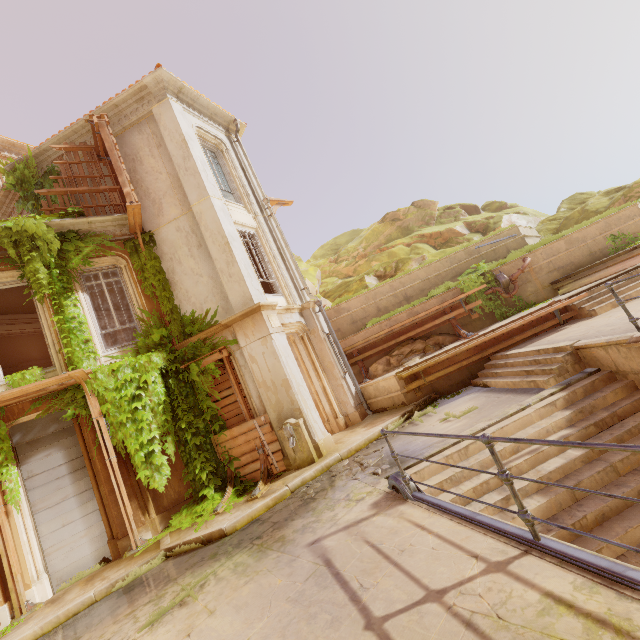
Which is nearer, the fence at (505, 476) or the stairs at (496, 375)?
the fence at (505, 476)

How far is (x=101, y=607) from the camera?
5.7m

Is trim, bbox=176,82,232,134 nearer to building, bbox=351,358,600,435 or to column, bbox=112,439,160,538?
building, bbox=351,358,600,435

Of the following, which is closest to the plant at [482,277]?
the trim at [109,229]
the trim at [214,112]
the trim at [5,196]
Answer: the trim at [214,112]

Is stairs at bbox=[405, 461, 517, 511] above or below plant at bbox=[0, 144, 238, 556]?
below

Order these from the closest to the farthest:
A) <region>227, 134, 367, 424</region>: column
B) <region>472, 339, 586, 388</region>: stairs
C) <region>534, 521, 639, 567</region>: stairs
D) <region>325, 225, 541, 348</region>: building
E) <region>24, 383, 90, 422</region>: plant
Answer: <region>534, 521, 639, 567</region>: stairs < <region>472, 339, 586, 388</region>: stairs < <region>24, 383, 90, 422</region>: plant < <region>227, 134, 367, 424</region>: column < <region>325, 225, 541, 348</region>: building

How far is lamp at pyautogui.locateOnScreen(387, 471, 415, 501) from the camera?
4.6 meters

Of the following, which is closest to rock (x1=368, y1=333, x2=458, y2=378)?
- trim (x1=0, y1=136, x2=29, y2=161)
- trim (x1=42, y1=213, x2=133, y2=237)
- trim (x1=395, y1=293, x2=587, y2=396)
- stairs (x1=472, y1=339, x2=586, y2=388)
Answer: trim (x1=395, y1=293, x2=587, y2=396)
